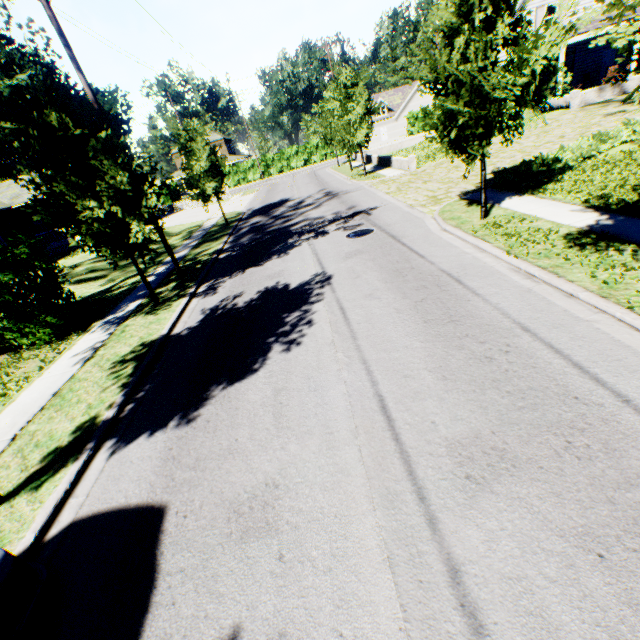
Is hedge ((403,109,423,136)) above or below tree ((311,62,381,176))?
below

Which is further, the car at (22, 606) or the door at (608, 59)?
the door at (608, 59)

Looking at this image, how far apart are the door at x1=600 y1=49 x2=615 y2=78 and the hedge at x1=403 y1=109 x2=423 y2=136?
27.7 meters

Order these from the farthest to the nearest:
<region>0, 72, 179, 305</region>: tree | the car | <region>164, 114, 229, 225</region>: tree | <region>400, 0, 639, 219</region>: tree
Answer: <region>164, 114, 229, 225</region>: tree → <region>0, 72, 179, 305</region>: tree → <region>400, 0, 639, 219</region>: tree → the car

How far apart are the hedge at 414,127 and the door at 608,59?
27.7 meters

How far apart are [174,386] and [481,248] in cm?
818

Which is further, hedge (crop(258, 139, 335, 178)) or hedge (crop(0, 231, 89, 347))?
hedge (crop(258, 139, 335, 178))

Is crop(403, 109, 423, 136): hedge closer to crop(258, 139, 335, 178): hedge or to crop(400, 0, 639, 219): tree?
crop(258, 139, 335, 178): hedge
